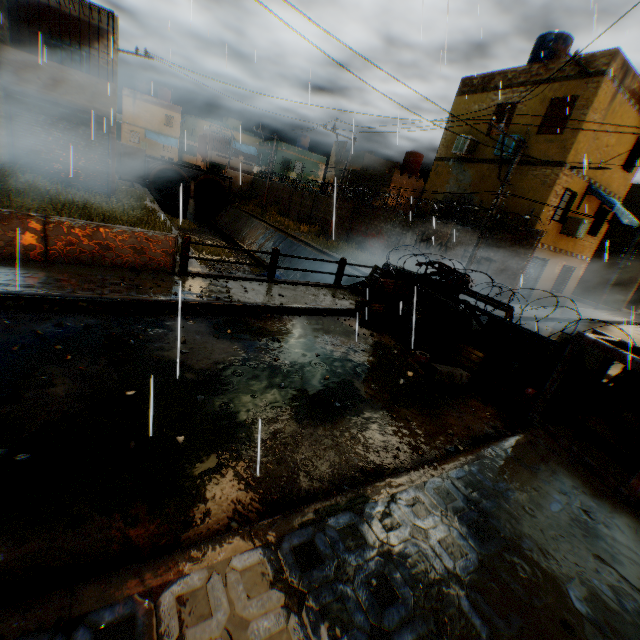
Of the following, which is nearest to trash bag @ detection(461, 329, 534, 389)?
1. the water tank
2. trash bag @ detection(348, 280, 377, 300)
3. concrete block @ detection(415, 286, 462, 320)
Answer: concrete block @ detection(415, 286, 462, 320)

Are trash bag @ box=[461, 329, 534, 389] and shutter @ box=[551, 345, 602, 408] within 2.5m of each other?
yes

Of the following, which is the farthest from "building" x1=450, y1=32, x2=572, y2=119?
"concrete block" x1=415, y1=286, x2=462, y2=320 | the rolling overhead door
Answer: "concrete block" x1=415, y1=286, x2=462, y2=320

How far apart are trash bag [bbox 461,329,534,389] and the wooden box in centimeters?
178cm

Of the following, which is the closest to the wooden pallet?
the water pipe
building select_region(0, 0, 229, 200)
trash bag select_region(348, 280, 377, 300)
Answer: building select_region(0, 0, 229, 200)

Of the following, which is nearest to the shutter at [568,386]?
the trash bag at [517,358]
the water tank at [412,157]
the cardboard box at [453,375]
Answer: the trash bag at [517,358]

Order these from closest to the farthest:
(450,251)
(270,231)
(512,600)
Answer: (512,600) → (450,251) → (270,231)

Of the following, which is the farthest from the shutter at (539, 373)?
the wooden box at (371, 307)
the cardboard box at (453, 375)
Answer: the wooden box at (371, 307)
